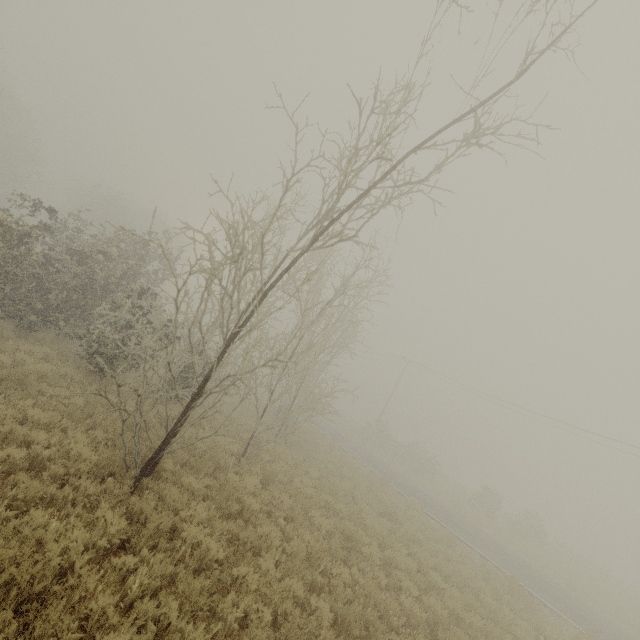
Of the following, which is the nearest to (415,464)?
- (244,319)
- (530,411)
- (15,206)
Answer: (530,411)
